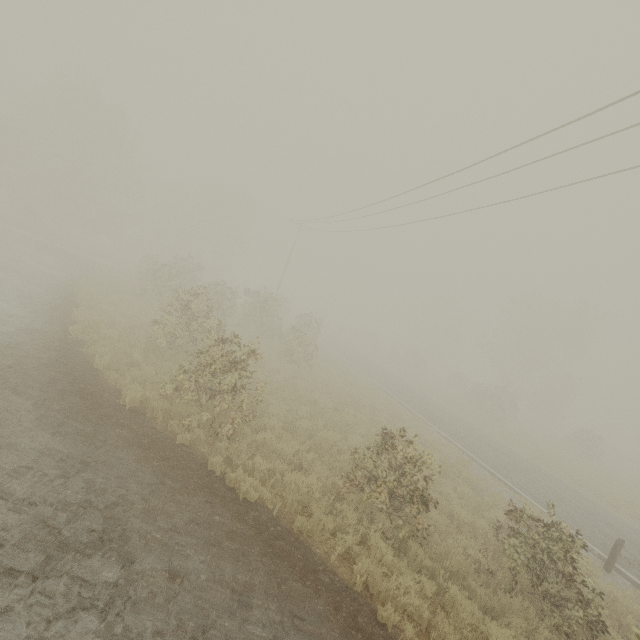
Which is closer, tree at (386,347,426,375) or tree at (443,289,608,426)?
tree at (443,289,608,426)

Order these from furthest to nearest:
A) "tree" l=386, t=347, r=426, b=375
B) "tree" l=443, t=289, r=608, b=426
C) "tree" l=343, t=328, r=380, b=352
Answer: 1. "tree" l=343, t=328, r=380, b=352
2. "tree" l=386, t=347, r=426, b=375
3. "tree" l=443, t=289, r=608, b=426

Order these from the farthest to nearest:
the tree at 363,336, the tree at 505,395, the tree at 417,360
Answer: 1. the tree at 363,336
2. the tree at 417,360
3. the tree at 505,395

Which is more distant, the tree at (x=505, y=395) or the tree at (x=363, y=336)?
the tree at (x=363, y=336)

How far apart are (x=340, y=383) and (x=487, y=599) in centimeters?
1284cm

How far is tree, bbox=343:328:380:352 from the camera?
53.6m
